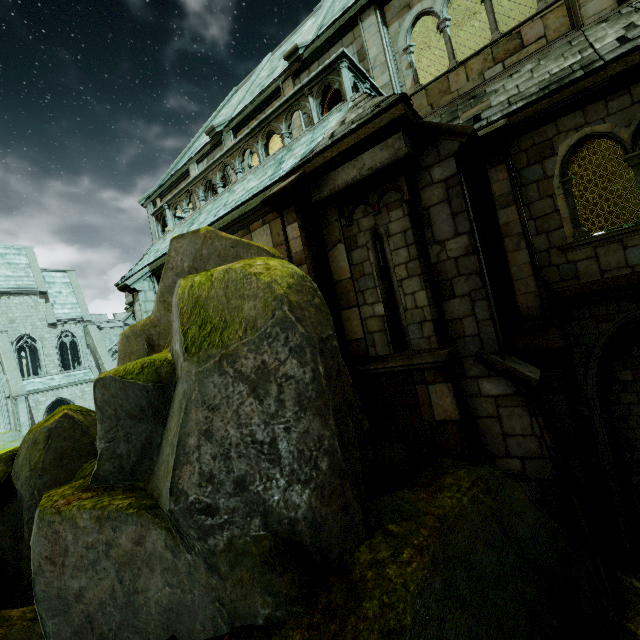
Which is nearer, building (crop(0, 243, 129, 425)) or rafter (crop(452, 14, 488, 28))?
rafter (crop(452, 14, 488, 28))

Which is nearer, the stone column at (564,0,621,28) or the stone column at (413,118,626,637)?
the stone column at (413,118,626,637)

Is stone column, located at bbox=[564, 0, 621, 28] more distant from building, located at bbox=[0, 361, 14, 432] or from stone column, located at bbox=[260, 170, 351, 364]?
building, located at bbox=[0, 361, 14, 432]

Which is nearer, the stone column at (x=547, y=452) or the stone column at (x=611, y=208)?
the stone column at (x=547, y=452)

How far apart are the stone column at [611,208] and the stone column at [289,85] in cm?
1361

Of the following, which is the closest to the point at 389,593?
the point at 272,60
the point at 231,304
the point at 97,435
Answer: the point at 231,304

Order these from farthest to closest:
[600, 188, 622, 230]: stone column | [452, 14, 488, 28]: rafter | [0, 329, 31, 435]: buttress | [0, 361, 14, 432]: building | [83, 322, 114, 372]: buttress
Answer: [83, 322, 114, 372]: buttress → [0, 361, 14, 432]: building → [0, 329, 31, 435]: buttress → [600, 188, 622, 230]: stone column → [452, 14, 488, 28]: rafter

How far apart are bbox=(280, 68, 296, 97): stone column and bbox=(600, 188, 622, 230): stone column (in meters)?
13.61
